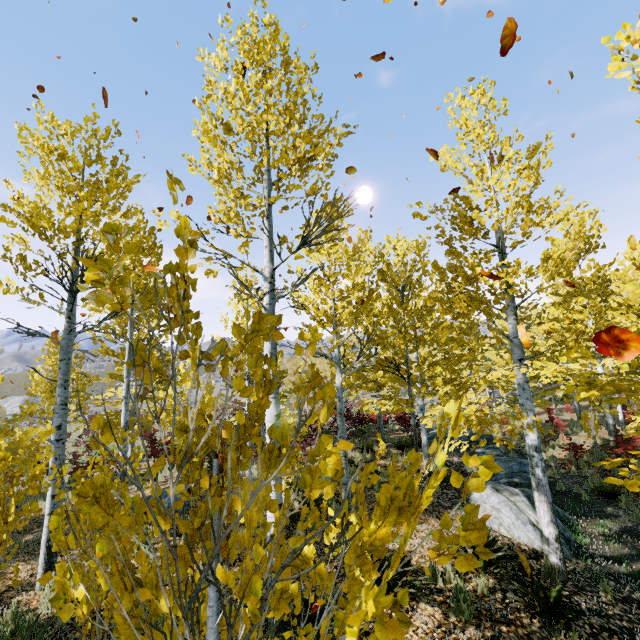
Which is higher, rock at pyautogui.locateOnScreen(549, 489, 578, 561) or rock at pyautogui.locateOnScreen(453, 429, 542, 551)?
rock at pyautogui.locateOnScreen(453, 429, 542, 551)

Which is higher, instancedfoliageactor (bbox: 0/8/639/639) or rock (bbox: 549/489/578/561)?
instancedfoliageactor (bbox: 0/8/639/639)

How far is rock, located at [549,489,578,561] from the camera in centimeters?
654cm

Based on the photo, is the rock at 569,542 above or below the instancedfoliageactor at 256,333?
below

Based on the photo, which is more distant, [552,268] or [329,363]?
[552,268]

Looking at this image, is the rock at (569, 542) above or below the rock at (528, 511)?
below

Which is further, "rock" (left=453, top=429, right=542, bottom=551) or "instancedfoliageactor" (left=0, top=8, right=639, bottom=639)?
"rock" (left=453, top=429, right=542, bottom=551)
